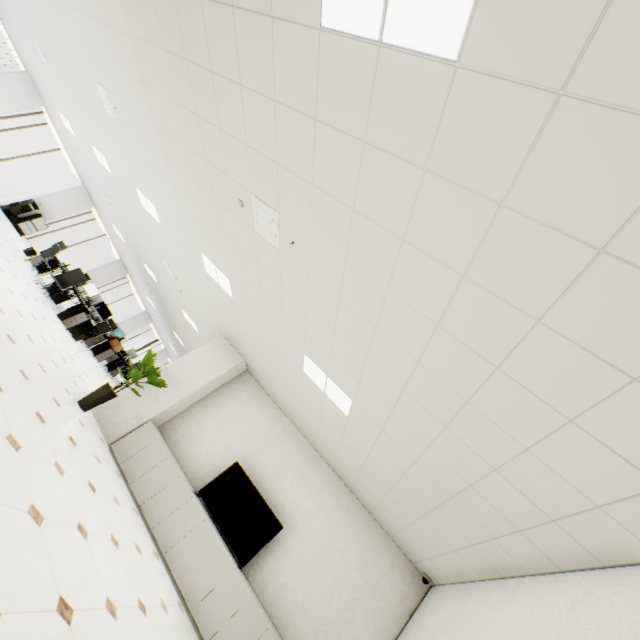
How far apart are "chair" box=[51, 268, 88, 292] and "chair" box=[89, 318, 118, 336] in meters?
1.3 m

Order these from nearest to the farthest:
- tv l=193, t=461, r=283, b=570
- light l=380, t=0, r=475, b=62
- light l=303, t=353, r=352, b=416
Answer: light l=380, t=0, r=475, b=62 < light l=303, t=353, r=352, b=416 < tv l=193, t=461, r=283, b=570

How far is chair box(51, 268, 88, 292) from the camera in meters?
9.8

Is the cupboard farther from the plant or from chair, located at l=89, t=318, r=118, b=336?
chair, located at l=89, t=318, r=118, b=336

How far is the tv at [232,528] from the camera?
5.26m

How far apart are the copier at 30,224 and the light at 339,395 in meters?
14.6 m

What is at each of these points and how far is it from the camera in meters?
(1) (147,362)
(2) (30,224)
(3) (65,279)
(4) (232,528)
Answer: (1) plant, 6.3 m
(2) copier, 13.0 m
(3) chair, 10.1 m
(4) tv, 5.4 m

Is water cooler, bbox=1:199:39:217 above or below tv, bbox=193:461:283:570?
below
